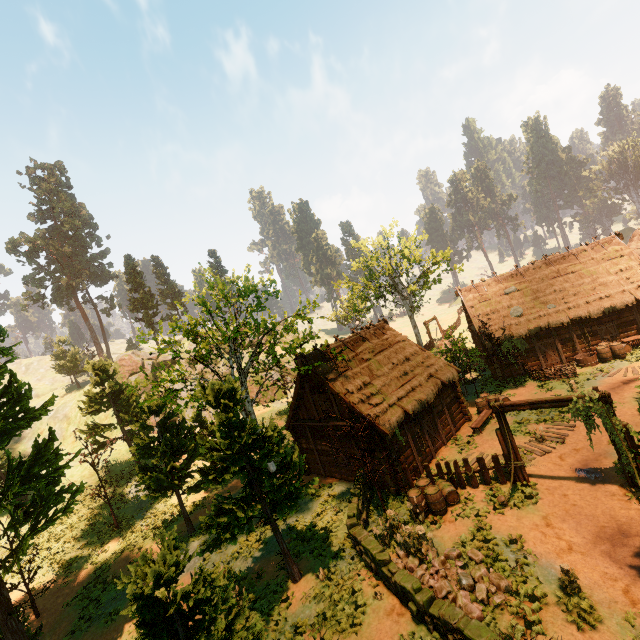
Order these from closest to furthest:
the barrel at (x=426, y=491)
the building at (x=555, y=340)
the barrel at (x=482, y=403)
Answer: the barrel at (x=426, y=491), the barrel at (x=482, y=403), the building at (x=555, y=340)

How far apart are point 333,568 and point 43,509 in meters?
12.1 m

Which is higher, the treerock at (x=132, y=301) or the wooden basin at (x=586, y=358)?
the treerock at (x=132, y=301)

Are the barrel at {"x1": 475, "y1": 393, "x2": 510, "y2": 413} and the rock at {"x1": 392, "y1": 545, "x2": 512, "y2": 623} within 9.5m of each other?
no

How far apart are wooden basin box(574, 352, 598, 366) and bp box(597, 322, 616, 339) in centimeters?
178cm

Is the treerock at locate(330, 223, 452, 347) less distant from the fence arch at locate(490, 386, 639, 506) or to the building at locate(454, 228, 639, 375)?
the building at locate(454, 228, 639, 375)

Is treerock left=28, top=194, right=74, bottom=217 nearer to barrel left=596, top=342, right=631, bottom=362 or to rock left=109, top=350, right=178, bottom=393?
rock left=109, top=350, right=178, bottom=393

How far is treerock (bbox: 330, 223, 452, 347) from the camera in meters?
33.0
